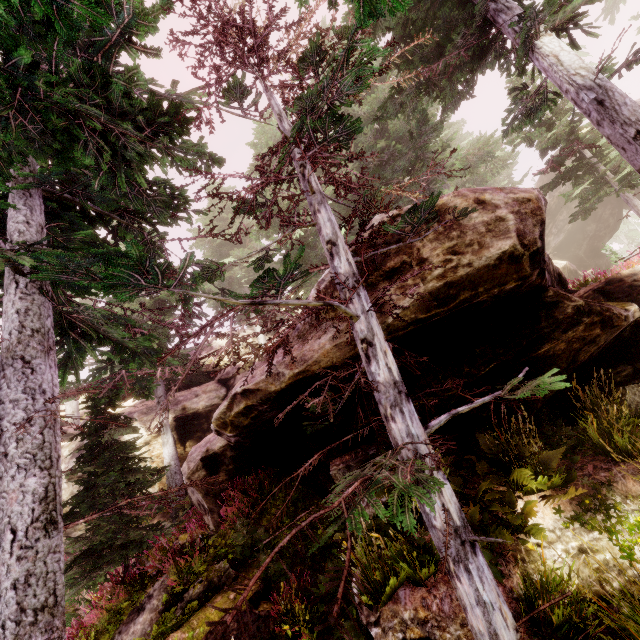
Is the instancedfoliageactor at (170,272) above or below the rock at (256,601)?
above

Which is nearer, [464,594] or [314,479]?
[464,594]

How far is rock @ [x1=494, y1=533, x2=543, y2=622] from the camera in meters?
4.4 m

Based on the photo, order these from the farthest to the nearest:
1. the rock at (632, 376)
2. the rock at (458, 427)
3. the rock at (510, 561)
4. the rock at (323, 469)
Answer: the rock at (323, 469) < the rock at (458, 427) < the rock at (632, 376) < the rock at (510, 561)

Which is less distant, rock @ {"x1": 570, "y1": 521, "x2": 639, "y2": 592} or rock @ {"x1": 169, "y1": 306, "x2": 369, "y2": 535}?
rock @ {"x1": 570, "y1": 521, "x2": 639, "y2": 592}

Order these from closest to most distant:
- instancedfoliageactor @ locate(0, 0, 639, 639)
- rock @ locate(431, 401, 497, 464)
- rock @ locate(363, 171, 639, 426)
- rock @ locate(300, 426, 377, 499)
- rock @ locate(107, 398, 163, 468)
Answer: instancedfoliageactor @ locate(0, 0, 639, 639), rock @ locate(363, 171, 639, 426), rock @ locate(431, 401, 497, 464), rock @ locate(300, 426, 377, 499), rock @ locate(107, 398, 163, 468)
